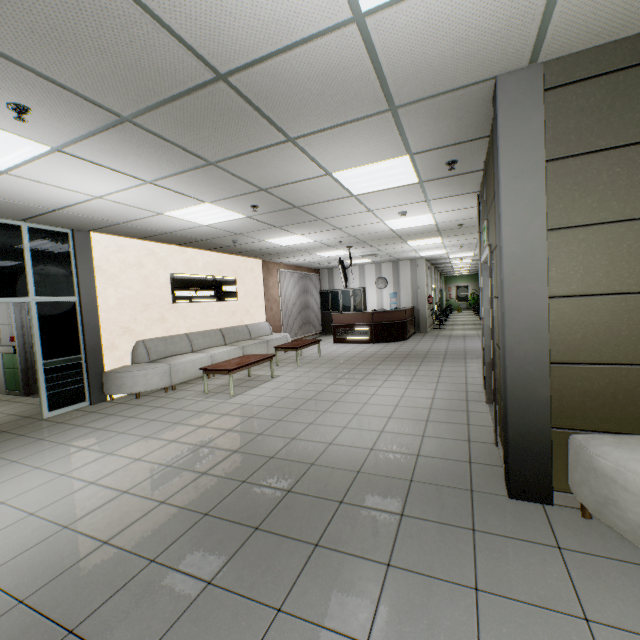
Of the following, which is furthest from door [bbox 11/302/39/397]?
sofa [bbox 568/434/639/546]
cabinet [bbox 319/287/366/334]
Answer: cabinet [bbox 319/287/366/334]

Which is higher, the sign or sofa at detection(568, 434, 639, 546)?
the sign

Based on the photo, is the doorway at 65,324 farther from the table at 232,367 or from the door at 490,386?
the door at 490,386

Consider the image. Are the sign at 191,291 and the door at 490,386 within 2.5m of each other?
no

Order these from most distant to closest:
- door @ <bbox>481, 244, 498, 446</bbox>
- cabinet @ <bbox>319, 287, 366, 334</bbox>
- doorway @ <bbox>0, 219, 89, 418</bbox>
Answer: cabinet @ <bbox>319, 287, 366, 334</bbox>
doorway @ <bbox>0, 219, 89, 418</bbox>
door @ <bbox>481, 244, 498, 446</bbox>

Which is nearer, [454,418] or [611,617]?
[611,617]

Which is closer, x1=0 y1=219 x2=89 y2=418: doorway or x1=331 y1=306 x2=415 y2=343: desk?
x1=0 y1=219 x2=89 y2=418: doorway

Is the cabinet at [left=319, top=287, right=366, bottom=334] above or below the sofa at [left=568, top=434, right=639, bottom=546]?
above
